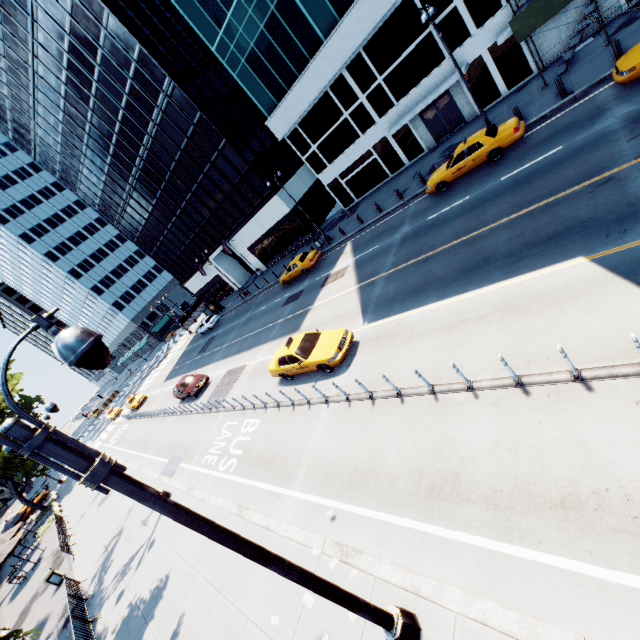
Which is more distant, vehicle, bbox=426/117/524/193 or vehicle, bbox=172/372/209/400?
vehicle, bbox=172/372/209/400

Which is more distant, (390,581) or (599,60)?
(599,60)

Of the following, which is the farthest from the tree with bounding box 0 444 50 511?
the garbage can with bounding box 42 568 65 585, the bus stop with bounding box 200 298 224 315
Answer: the garbage can with bounding box 42 568 65 585

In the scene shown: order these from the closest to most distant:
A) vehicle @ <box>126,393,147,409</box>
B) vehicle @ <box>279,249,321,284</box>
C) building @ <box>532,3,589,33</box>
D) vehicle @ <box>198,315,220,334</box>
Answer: building @ <box>532,3,589,33</box>, vehicle @ <box>279,249,321,284</box>, vehicle @ <box>126,393,147,409</box>, vehicle @ <box>198,315,220,334</box>

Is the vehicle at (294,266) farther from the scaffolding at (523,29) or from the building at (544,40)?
the scaffolding at (523,29)

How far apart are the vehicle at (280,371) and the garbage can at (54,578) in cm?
1772

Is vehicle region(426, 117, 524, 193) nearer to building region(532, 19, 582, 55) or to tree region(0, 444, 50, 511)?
building region(532, 19, 582, 55)

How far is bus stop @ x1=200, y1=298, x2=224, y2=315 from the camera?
45.6 meters
